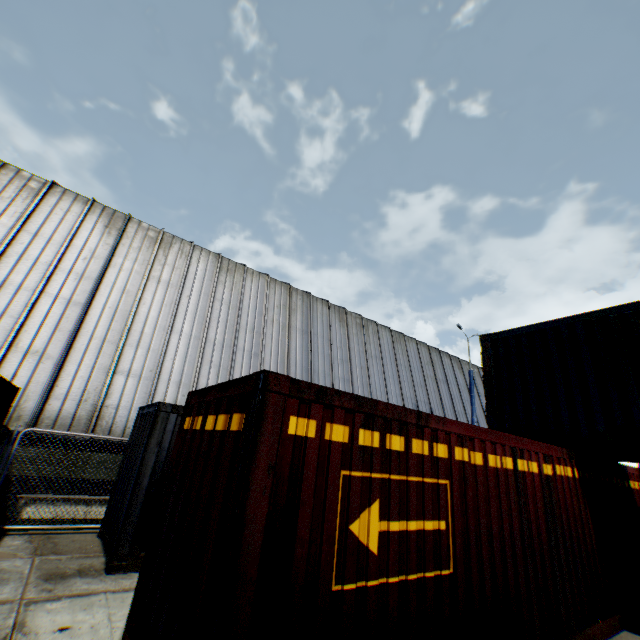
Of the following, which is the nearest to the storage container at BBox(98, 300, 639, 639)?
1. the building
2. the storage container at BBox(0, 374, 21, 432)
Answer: the storage container at BBox(0, 374, 21, 432)

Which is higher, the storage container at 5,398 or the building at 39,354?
the building at 39,354

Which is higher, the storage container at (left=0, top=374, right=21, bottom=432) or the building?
the building

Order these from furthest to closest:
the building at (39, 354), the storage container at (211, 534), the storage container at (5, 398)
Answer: the building at (39, 354) → the storage container at (5, 398) → the storage container at (211, 534)

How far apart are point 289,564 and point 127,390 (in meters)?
10.86

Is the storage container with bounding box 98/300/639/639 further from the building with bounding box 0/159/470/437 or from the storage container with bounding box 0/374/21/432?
the building with bounding box 0/159/470/437

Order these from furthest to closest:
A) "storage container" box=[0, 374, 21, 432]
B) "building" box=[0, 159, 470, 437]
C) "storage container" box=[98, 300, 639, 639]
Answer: "building" box=[0, 159, 470, 437] → "storage container" box=[0, 374, 21, 432] → "storage container" box=[98, 300, 639, 639]
